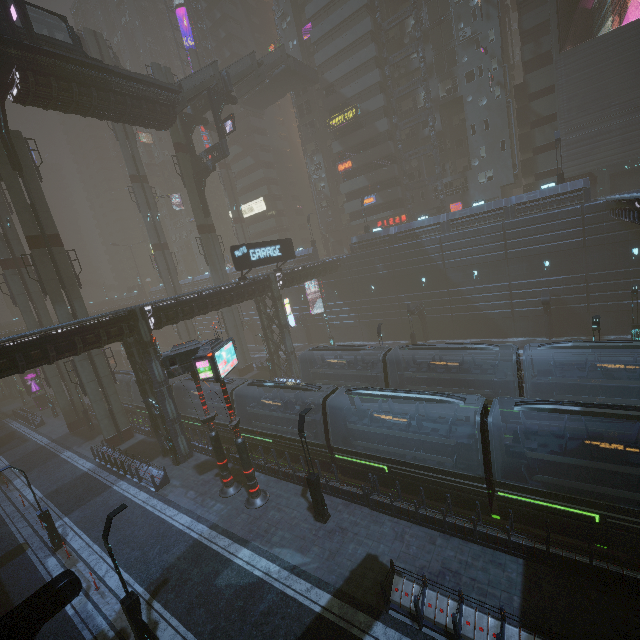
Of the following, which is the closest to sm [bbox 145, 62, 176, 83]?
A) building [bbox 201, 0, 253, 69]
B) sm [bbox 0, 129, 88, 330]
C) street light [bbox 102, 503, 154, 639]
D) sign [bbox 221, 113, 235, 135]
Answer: building [bbox 201, 0, 253, 69]

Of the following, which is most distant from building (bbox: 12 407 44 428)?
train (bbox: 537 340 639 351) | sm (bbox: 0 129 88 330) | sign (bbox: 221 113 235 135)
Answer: sign (bbox: 221 113 235 135)

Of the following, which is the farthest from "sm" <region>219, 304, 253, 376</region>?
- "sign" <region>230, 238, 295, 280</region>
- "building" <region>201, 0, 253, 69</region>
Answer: "sign" <region>230, 238, 295, 280</region>

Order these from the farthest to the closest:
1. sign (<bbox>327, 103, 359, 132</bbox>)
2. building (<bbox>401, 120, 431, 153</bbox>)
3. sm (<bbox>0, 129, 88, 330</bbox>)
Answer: sign (<bbox>327, 103, 359, 132</bbox>), building (<bbox>401, 120, 431, 153</bbox>), sm (<bbox>0, 129, 88, 330</bbox>)

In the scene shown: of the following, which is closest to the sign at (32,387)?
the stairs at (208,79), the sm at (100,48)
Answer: the sm at (100,48)

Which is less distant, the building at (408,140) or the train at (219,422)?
the train at (219,422)

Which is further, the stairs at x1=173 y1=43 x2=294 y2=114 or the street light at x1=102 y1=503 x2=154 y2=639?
the stairs at x1=173 y1=43 x2=294 y2=114

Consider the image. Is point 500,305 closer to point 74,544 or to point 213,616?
point 213,616
